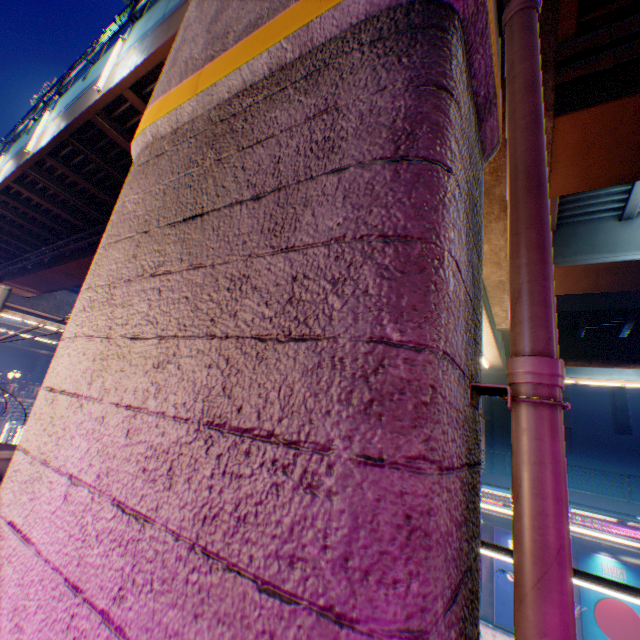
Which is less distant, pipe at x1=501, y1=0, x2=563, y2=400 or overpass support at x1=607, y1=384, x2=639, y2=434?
pipe at x1=501, y1=0, x2=563, y2=400

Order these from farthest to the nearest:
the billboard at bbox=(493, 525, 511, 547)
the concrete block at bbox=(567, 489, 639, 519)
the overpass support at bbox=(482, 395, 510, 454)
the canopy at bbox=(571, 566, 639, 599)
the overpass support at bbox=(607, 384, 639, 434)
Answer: the overpass support at bbox=(607, 384, 639, 434) < the overpass support at bbox=(482, 395, 510, 454) < the billboard at bbox=(493, 525, 511, 547) < the concrete block at bbox=(567, 489, 639, 519) < the canopy at bbox=(571, 566, 639, 599)

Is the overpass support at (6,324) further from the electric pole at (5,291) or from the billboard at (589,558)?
the billboard at (589,558)

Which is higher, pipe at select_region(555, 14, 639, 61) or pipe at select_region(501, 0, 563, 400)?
pipe at select_region(555, 14, 639, 61)

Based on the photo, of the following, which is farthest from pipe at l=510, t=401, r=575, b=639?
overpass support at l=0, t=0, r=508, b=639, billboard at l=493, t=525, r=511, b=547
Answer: billboard at l=493, t=525, r=511, b=547

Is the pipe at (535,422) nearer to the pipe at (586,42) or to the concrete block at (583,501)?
the pipe at (586,42)

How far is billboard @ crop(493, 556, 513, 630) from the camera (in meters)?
15.94

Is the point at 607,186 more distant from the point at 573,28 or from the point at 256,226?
the point at 256,226
